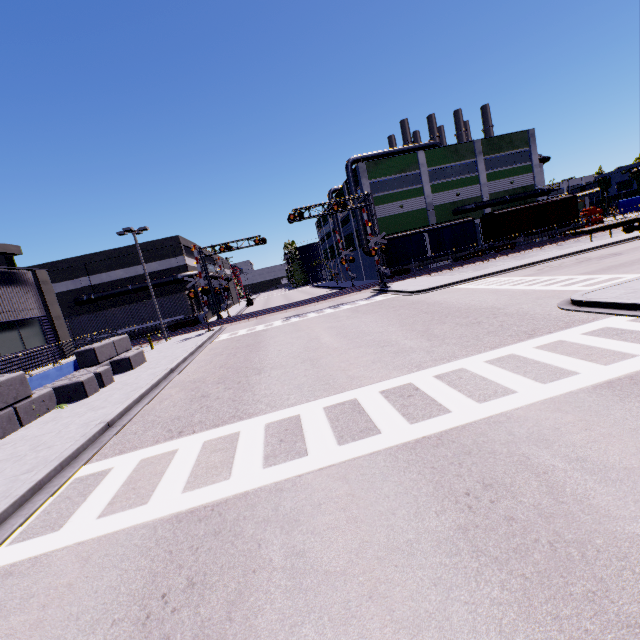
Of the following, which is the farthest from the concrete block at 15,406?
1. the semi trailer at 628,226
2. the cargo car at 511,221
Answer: the semi trailer at 628,226

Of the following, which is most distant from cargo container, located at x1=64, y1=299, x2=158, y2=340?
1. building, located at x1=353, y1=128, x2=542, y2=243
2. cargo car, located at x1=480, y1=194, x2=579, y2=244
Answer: cargo car, located at x1=480, y1=194, x2=579, y2=244

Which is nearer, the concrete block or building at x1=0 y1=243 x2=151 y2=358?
the concrete block

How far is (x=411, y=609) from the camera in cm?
288

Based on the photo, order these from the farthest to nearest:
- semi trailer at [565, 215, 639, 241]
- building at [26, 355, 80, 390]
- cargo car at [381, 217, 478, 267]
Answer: cargo car at [381, 217, 478, 267] < semi trailer at [565, 215, 639, 241] < building at [26, 355, 80, 390]

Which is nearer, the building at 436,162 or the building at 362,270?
the building at 436,162

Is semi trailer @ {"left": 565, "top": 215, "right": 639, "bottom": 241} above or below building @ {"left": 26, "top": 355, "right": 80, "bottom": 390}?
below

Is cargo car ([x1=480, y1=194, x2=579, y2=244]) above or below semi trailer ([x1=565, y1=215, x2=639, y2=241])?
above
